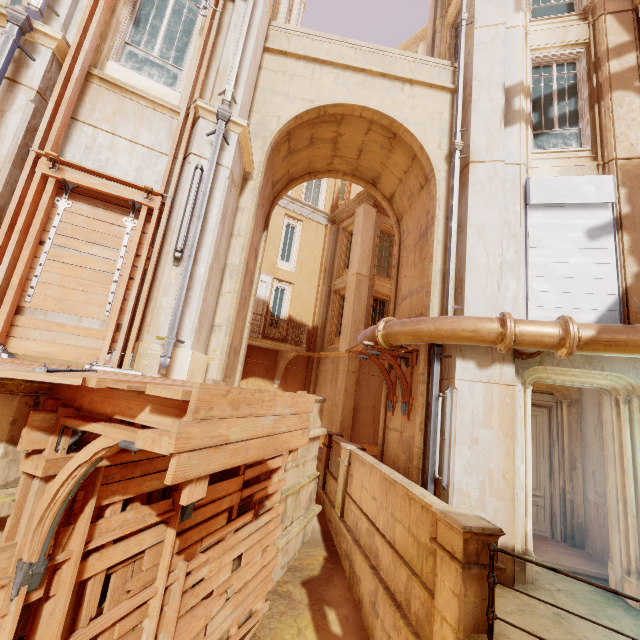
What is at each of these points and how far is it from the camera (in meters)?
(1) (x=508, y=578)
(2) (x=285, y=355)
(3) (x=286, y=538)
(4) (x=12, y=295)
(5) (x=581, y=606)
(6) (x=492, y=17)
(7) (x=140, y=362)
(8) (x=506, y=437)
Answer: (1) column, 5.09
(2) support, 15.91
(3) building, 7.16
(4) wood, 4.14
(5) building, 4.77
(6) column, 7.87
(7) column, 4.59
(8) column, 5.56

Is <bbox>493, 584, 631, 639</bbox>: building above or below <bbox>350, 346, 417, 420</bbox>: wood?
below

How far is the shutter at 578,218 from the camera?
6.0 meters

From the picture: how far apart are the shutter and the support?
10.5m

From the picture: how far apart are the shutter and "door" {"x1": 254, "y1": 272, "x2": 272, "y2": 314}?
12.0m

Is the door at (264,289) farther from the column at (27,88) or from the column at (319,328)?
the column at (27,88)

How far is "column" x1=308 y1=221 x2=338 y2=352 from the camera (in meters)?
Answer: 17.67

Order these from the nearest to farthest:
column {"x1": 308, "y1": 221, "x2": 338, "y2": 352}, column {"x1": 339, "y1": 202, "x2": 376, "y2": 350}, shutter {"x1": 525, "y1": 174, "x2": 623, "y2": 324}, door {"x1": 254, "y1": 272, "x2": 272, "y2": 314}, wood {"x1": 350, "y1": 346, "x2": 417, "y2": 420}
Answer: shutter {"x1": 525, "y1": 174, "x2": 623, "y2": 324} → wood {"x1": 350, "y1": 346, "x2": 417, "y2": 420} → column {"x1": 339, "y1": 202, "x2": 376, "y2": 350} → door {"x1": 254, "y1": 272, "x2": 272, "y2": 314} → column {"x1": 308, "y1": 221, "x2": 338, "y2": 352}
